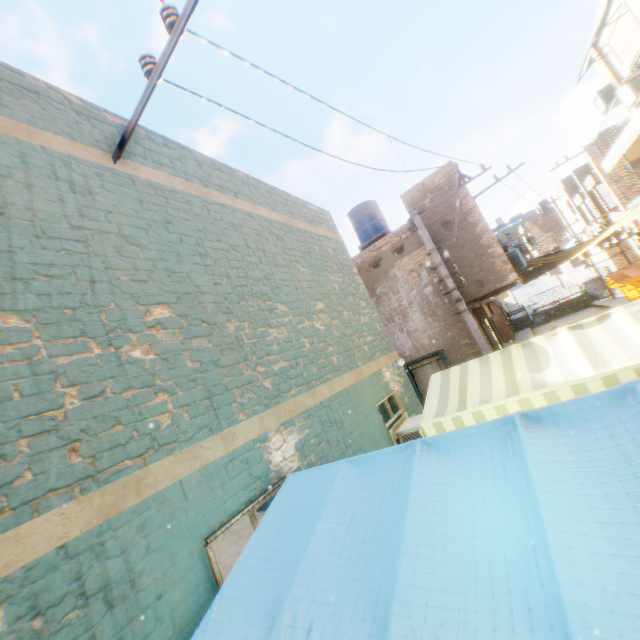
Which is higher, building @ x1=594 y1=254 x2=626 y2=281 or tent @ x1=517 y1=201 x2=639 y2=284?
tent @ x1=517 y1=201 x2=639 y2=284

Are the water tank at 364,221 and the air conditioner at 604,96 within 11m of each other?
yes

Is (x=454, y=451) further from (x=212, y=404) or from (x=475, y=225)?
(x=475, y=225)

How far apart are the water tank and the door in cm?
654

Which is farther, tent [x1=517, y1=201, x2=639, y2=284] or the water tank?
the water tank

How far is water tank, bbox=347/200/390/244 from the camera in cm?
1493

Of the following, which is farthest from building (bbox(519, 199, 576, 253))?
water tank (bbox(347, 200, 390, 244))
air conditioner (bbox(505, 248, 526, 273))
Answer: water tank (bbox(347, 200, 390, 244))

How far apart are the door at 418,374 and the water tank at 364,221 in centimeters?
654cm
